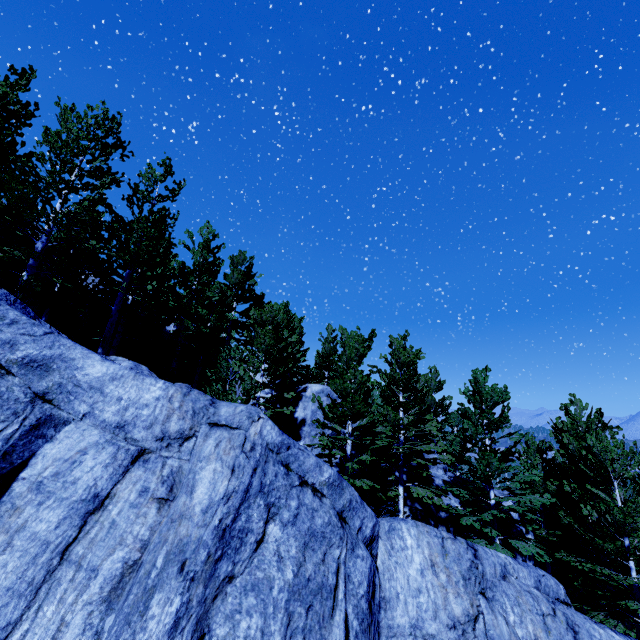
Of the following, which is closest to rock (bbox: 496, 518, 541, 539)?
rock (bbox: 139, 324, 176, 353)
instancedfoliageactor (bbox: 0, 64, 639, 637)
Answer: instancedfoliageactor (bbox: 0, 64, 639, 637)

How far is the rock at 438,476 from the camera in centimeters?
1862cm

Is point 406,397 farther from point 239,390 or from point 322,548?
point 322,548

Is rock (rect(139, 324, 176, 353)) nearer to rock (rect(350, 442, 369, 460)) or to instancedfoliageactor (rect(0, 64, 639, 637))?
instancedfoliageactor (rect(0, 64, 639, 637))

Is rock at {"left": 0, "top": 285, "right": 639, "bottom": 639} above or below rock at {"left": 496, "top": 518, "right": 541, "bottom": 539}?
above

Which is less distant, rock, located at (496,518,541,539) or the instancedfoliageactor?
the instancedfoliageactor

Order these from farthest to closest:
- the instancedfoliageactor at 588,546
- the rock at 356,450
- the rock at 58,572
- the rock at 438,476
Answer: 1. the rock at 438,476
2. the rock at 356,450
3. the instancedfoliageactor at 588,546
4. the rock at 58,572
